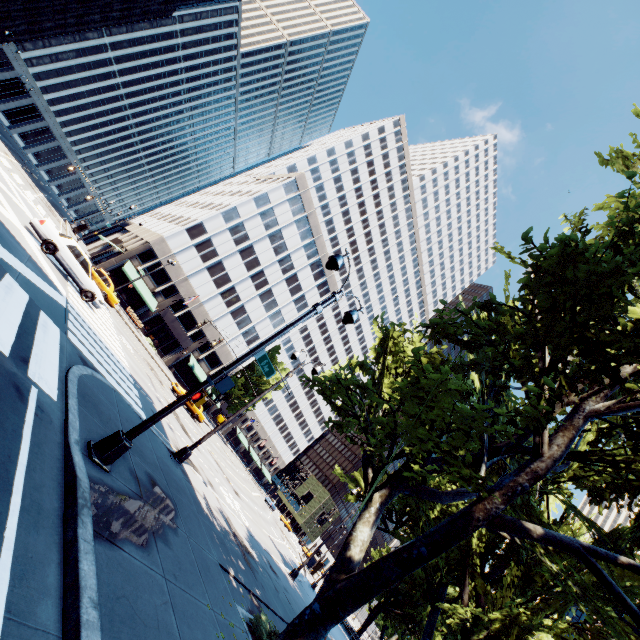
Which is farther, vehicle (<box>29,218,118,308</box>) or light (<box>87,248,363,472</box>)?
vehicle (<box>29,218,118,308</box>)

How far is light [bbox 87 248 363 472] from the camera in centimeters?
652cm

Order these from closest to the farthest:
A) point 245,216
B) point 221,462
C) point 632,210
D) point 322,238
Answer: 1. point 632,210
2. point 221,462
3. point 245,216
4. point 322,238

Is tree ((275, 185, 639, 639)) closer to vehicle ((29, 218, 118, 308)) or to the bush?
the bush

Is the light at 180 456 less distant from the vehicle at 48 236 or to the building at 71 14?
the vehicle at 48 236

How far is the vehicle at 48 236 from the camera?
16.1 meters

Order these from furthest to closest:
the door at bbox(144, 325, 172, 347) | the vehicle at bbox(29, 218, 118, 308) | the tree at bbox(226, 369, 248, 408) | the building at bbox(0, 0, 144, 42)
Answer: the tree at bbox(226, 369, 248, 408), the building at bbox(0, 0, 144, 42), the door at bbox(144, 325, 172, 347), the vehicle at bbox(29, 218, 118, 308)

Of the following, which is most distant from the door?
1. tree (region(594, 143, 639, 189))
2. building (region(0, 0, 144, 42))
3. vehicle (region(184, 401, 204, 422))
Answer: building (region(0, 0, 144, 42))
